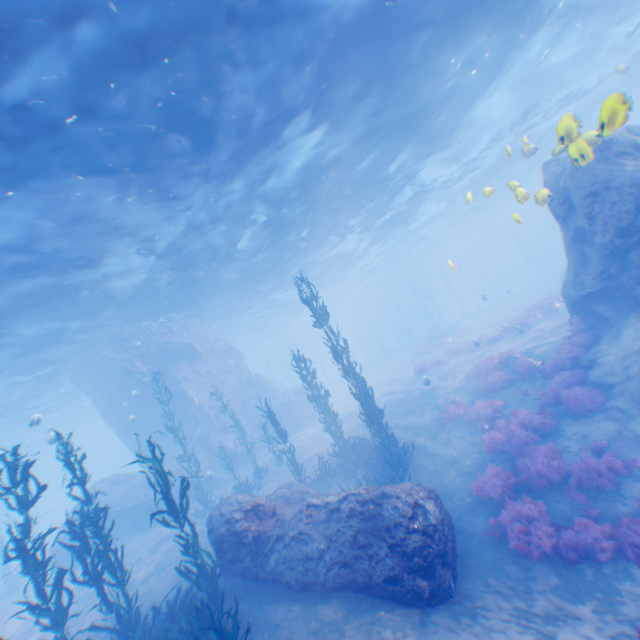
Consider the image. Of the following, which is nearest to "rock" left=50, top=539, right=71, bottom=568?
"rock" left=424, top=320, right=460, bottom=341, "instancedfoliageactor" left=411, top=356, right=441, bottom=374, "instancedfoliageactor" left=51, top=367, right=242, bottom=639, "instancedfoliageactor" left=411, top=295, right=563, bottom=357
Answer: "instancedfoliageactor" left=51, top=367, right=242, bottom=639

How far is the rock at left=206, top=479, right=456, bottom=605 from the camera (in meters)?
6.51

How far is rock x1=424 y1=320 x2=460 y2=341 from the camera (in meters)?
34.97

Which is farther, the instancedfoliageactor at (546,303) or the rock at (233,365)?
the rock at (233,365)

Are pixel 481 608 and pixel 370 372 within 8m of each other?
no

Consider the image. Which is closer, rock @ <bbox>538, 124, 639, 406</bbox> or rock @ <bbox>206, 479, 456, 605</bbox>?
rock @ <bbox>206, 479, 456, 605</bbox>

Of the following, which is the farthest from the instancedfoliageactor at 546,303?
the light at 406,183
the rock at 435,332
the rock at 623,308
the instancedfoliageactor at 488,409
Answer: the rock at 435,332
